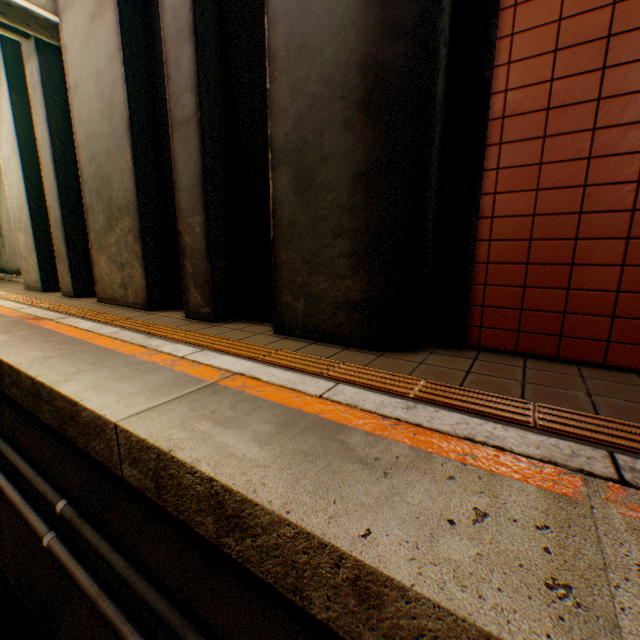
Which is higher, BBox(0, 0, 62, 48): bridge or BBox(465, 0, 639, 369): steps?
BBox(0, 0, 62, 48): bridge

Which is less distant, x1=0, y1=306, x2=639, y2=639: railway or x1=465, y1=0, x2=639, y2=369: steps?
x1=0, y1=306, x2=639, y2=639: railway

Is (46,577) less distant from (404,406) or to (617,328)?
(404,406)

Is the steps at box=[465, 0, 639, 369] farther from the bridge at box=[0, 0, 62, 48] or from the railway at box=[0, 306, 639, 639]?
the bridge at box=[0, 0, 62, 48]

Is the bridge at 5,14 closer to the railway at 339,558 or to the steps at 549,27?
the steps at 549,27

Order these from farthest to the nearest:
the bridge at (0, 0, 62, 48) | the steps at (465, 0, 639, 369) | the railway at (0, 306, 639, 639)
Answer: the bridge at (0, 0, 62, 48)
the steps at (465, 0, 639, 369)
the railway at (0, 306, 639, 639)
